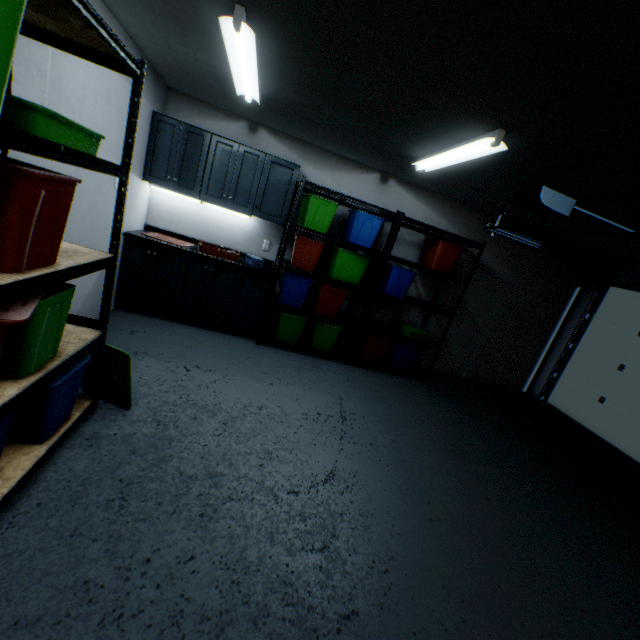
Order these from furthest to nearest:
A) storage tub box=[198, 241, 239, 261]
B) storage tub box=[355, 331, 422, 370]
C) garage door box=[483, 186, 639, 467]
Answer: storage tub box=[355, 331, 422, 370] < storage tub box=[198, 241, 239, 261] < garage door box=[483, 186, 639, 467]

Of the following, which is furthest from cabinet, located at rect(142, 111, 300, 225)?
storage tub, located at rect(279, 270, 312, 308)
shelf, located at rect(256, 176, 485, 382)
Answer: storage tub, located at rect(279, 270, 312, 308)

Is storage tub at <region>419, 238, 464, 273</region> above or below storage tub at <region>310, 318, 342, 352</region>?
above

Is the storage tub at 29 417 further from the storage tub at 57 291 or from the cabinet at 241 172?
the cabinet at 241 172

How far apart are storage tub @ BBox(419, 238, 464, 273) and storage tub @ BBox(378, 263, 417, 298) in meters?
0.2 m

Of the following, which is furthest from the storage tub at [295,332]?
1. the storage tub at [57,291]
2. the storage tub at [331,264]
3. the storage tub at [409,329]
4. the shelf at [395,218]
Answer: the storage tub at [57,291]

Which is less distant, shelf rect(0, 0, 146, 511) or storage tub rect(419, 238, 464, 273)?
shelf rect(0, 0, 146, 511)

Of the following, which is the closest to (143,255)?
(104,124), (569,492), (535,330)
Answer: (104,124)
